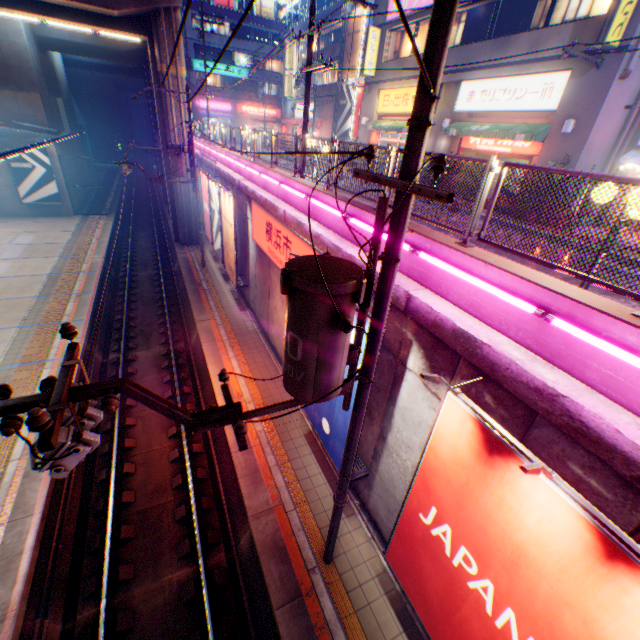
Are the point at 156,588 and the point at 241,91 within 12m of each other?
no

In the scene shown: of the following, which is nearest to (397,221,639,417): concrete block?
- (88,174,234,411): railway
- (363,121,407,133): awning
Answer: (88,174,234,411): railway

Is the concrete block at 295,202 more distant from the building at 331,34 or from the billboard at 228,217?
the building at 331,34

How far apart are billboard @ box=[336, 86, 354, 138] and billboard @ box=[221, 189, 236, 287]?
18.8 meters

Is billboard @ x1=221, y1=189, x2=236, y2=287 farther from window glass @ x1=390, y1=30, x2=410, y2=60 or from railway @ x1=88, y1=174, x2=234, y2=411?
window glass @ x1=390, y1=30, x2=410, y2=60

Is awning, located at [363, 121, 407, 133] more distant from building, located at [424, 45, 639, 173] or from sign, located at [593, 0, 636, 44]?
sign, located at [593, 0, 636, 44]

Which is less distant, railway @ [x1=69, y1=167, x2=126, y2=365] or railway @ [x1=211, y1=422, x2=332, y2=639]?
railway @ [x1=211, y1=422, x2=332, y2=639]

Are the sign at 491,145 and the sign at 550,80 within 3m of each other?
yes
